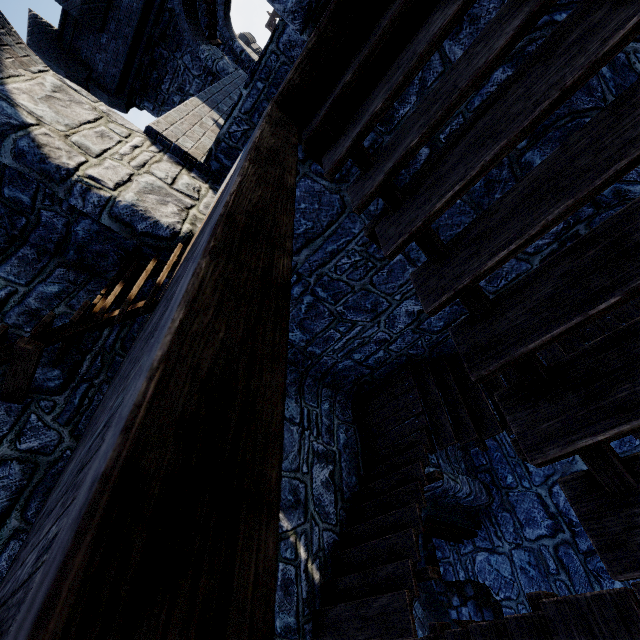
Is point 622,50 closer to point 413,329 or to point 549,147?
point 549,147
